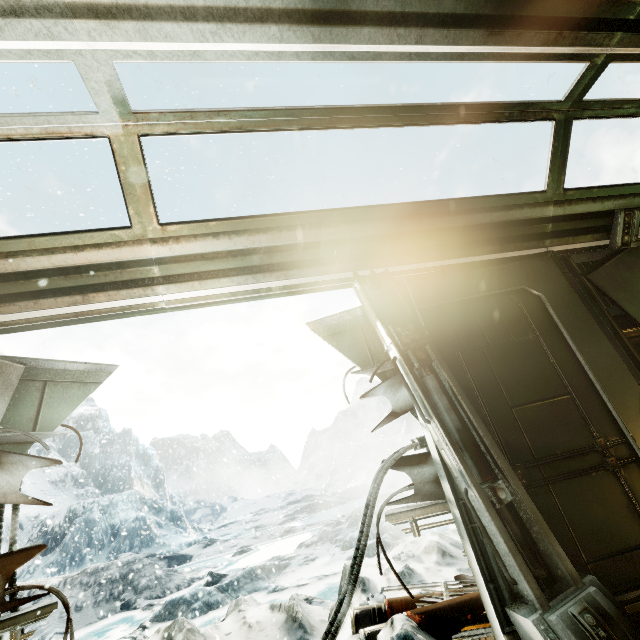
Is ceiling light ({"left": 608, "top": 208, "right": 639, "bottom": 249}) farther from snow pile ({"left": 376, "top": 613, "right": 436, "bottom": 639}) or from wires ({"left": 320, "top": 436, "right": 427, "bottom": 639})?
snow pile ({"left": 376, "top": 613, "right": 436, "bottom": 639})

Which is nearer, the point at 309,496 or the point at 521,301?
the point at 521,301

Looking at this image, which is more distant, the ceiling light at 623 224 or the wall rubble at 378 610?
the ceiling light at 623 224

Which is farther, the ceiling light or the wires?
the ceiling light

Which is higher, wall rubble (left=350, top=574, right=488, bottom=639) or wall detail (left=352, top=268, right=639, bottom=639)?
wall detail (left=352, top=268, right=639, bottom=639)

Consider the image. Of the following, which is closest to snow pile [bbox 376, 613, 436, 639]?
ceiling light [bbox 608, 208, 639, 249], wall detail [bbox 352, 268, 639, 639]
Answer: wall detail [bbox 352, 268, 639, 639]

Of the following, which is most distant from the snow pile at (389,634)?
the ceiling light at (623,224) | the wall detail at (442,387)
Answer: the ceiling light at (623,224)

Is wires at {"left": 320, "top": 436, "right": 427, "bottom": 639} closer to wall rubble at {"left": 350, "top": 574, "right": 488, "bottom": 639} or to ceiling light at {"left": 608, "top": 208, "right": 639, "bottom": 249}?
wall rubble at {"left": 350, "top": 574, "right": 488, "bottom": 639}
